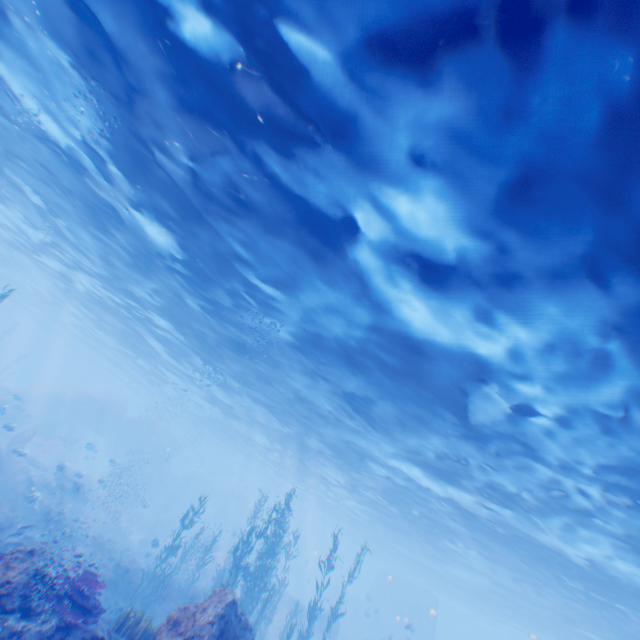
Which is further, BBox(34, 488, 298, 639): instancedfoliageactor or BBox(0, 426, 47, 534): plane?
BBox(0, 426, 47, 534): plane

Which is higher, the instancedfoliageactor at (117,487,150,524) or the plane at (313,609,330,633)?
the plane at (313,609,330,633)

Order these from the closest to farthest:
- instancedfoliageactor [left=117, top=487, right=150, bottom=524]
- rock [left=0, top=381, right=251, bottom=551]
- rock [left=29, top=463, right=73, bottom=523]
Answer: rock [left=29, top=463, right=73, bottom=523] → instancedfoliageactor [left=117, top=487, right=150, bottom=524] → rock [left=0, top=381, right=251, bottom=551]

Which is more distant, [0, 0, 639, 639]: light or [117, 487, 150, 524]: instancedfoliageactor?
[117, 487, 150, 524]: instancedfoliageactor

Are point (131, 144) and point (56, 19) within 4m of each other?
yes

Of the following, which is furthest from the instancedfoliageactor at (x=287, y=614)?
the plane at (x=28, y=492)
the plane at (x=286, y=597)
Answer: the plane at (x=286, y=597)

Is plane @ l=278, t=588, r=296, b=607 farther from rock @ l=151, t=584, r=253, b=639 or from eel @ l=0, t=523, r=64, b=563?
eel @ l=0, t=523, r=64, b=563

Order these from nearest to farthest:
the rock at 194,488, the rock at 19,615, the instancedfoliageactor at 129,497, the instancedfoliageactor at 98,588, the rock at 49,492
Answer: the rock at 19,615 → the instancedfoliageactor at 98,588 → the rock at 49,492 → the instancedfoliageactor at 129,497 → the rock at 194,488
